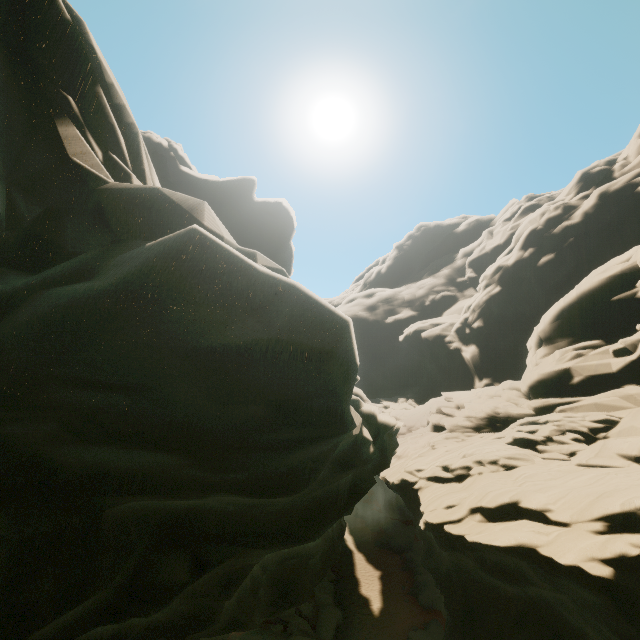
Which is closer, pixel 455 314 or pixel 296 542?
pixel 296 542
